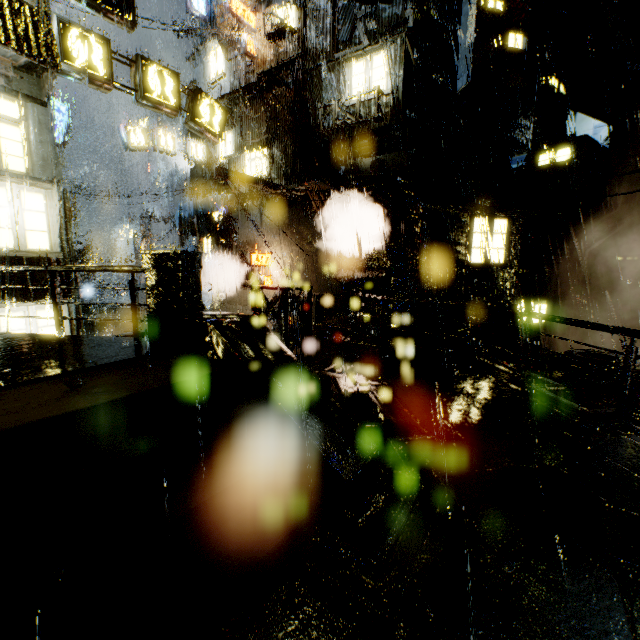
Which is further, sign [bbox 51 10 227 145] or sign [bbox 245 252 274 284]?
sign [bbox 245 252 274 284]

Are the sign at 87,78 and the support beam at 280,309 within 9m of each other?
yes

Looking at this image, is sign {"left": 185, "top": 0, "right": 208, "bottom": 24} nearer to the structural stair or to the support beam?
the support beam

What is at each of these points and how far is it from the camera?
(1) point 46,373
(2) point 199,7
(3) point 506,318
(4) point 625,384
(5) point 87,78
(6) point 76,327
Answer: (1) structural stair, 3.7m
(2) sign, 20.8m
(3) building, 18.2m
(4) railing, 5.6m
(5) sign, 9.3m
(6) building, 9.5m

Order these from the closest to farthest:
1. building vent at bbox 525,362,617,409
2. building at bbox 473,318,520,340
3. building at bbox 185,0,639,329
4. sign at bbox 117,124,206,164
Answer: building vent at bbox 525,362,617,409, building at bbox 185,0,639,329, building at bbox 473,318,520,340, sign at bbox 117,124,206,164

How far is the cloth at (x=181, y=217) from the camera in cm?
1967

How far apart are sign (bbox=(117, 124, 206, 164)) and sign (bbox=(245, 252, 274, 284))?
9.10m

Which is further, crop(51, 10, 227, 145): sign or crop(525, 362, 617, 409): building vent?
crop(525, 362, 617, 409): building vent
